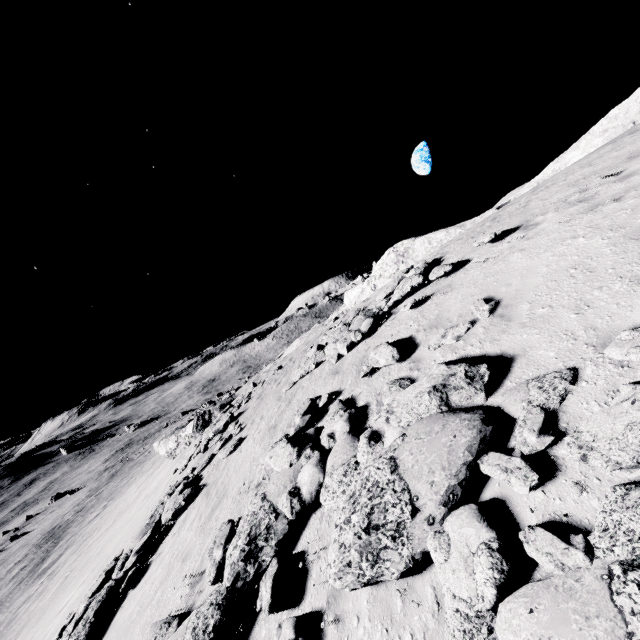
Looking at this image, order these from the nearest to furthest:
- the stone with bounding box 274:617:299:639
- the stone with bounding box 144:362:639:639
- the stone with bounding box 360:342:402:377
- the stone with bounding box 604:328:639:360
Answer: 1. the stone with bounding box 144:362:639:639
2. the stone with bounding box 604:328:639:360
3. the stone with bounding box 274:617:299:639
4. the stone with bounding box 360:342:402:377

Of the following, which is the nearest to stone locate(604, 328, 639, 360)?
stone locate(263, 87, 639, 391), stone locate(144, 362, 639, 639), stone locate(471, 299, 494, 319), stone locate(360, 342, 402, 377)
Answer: stone locate(144, 362, 639, 639)

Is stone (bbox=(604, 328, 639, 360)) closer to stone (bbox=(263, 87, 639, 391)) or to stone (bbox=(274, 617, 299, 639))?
stone (bbox=(274, 617, 299, 639))

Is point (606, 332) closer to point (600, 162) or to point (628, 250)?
point (628, 250)

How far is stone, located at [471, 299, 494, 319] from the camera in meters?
6.5

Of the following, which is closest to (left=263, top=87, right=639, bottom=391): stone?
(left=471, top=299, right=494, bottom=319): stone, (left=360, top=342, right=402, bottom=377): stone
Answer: (left=360, top=342, right=402, bottom=377): stone

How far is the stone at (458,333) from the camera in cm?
662
